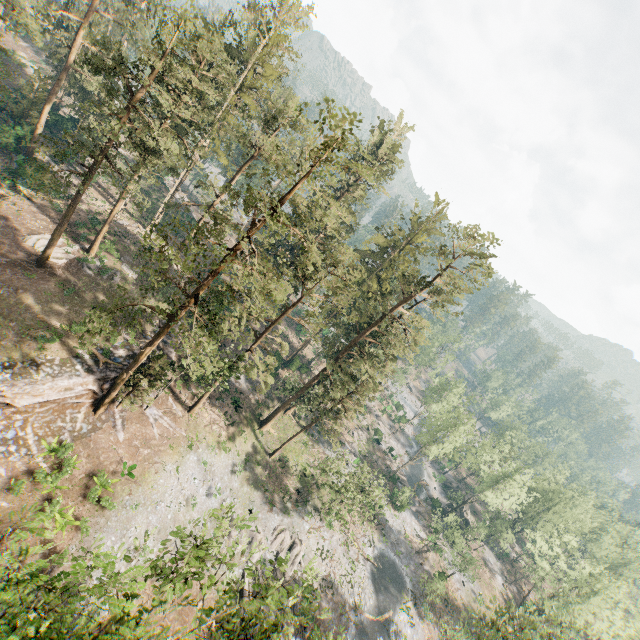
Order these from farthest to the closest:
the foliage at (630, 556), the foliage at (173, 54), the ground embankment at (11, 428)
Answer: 1. the foliage at (630, 556)
2. the ground embankment at (11, 428)
3. the foliage at (173, 54)

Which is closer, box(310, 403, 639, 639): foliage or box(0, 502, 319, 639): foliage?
box(0, 502, 319, 639): foliage

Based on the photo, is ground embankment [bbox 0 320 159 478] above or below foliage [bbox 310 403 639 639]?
below

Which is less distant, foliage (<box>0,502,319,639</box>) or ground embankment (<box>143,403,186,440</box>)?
foliage (<box>0,502,319,639</box>)

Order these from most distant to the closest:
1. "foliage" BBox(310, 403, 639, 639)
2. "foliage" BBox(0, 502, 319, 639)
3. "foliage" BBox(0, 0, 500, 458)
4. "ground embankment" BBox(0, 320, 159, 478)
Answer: "foliage" BBox(310, 403, 639, 639), "ground embankment" BBox(0, 320, 159, 478), "foliage" BBox(0, 0, 500, 458), "foliage" BBox(0, 502, 319, 639)

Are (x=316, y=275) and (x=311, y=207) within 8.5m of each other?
yes

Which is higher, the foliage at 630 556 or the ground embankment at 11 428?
the foliage at 630 556
